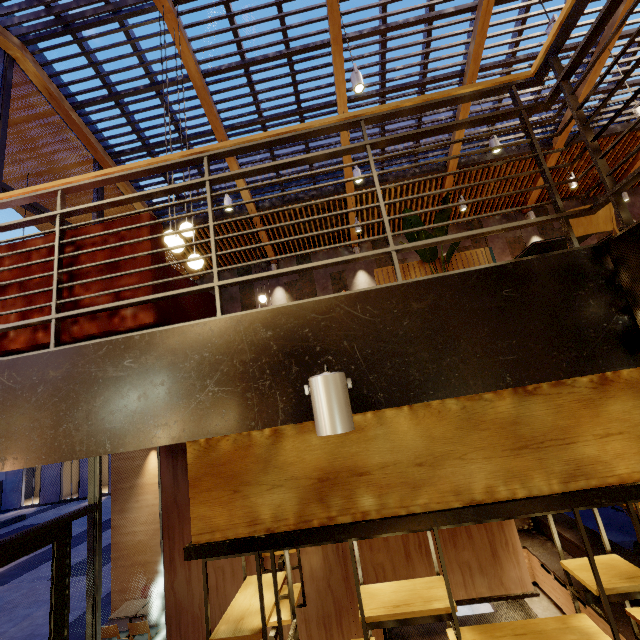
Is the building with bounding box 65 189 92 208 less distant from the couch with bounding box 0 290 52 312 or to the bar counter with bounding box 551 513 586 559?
the bar counter with bounding box 551 513 586 559

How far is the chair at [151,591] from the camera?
8.2m

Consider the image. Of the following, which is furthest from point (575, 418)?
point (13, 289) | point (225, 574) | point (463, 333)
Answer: point (225, 574)

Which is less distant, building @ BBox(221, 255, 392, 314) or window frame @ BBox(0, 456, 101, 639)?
window frame @ BBox(0, 456, 101, 639)

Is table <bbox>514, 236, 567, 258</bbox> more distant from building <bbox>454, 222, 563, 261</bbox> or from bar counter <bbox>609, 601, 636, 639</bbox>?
bar counter <bbox>609, 601, 636, 639</bbox>

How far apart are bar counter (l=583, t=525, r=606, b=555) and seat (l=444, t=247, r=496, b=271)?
3.98m

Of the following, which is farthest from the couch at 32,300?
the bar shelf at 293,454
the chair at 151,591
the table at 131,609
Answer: the chair at 151,591

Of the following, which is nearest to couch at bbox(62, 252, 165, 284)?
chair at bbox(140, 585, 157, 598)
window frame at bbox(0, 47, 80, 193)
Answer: window frame at bbox(0, 47, 80, 193)
